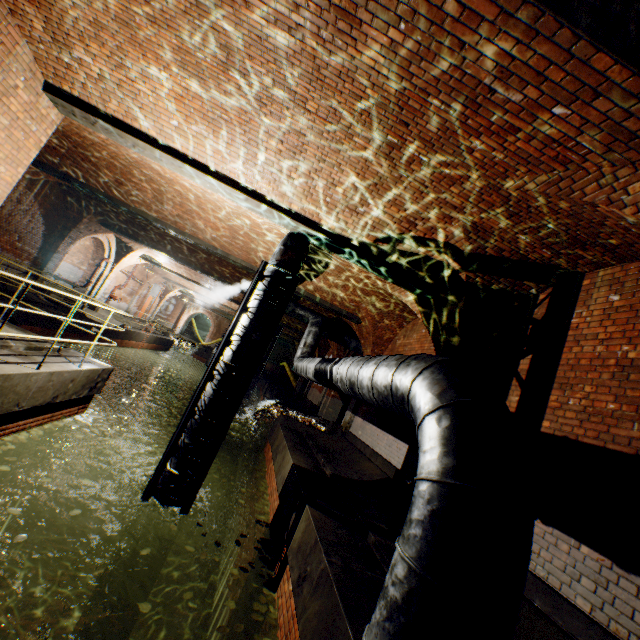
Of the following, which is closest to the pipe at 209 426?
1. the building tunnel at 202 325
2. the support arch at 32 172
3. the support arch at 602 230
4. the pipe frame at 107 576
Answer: the pipe frame at 107 576

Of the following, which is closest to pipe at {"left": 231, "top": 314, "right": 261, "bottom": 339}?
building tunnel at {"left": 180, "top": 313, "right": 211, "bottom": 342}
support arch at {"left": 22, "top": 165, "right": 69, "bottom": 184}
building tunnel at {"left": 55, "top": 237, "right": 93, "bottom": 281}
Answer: support arch at {"left": 22, "top": 165, "right": 69, "bottom": 184}

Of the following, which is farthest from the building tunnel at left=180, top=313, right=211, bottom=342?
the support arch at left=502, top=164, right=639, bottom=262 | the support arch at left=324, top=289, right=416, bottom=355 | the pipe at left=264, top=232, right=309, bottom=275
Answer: the support arch at left=502, top=164, right=639, bottom=262

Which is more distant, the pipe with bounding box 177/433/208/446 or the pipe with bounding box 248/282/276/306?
the pipe with bounding box 248/282/276/306

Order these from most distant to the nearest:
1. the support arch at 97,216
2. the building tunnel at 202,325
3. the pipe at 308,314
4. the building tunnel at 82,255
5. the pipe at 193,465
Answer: the building tunnel at 202,325
the building tunnel at 82,255
the support arch at 97,216
the pipe at 193,465
the pipe at 308,314

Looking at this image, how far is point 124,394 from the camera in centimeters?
2344cm
